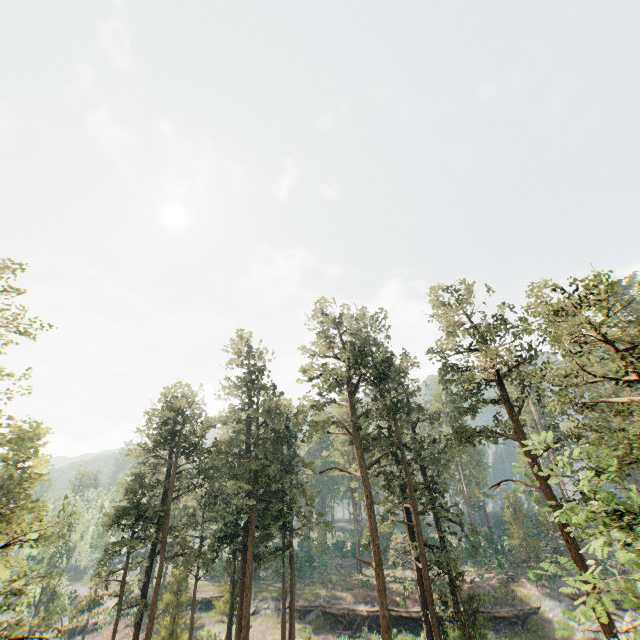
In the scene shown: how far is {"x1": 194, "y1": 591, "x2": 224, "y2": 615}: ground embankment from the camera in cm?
4534

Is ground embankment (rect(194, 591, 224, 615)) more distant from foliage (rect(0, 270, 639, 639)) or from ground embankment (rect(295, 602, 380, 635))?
foliage (rect(0, 270, 639, 639))

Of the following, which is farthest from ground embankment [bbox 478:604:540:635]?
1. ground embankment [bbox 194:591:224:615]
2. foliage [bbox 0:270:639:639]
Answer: ground embankment [bbox 194:591:224:615]

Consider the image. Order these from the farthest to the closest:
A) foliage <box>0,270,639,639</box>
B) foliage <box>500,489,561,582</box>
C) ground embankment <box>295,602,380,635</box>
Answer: foliage <box>500,489,561,582</box>, ground embankment <box>295,602,380,635</box>, foliage <box>0,270,639,639</box>

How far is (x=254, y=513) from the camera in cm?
2995

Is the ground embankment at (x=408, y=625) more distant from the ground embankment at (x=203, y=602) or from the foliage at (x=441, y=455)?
the ground embankment at (x=203, y=602)

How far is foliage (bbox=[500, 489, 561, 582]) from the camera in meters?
37.8 m
